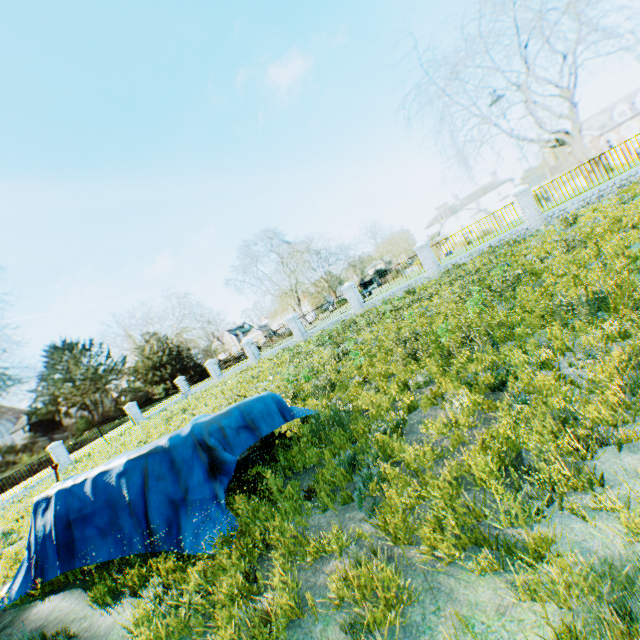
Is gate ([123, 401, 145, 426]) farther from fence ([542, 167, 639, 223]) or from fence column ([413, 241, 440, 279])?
fence ([542, 167, 639, 223])

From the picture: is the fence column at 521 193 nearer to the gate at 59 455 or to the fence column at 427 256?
the fence column at 427 256

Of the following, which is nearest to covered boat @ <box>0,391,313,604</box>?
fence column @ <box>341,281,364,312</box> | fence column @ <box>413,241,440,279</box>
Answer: fence column @ <box>413,241,440,279</box>

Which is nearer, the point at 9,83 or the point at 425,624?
the point at 425,624

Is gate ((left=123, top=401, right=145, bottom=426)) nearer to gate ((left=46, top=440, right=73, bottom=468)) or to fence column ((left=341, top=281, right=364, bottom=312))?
gate ((left=46, top=440, right=73, bottom=468))

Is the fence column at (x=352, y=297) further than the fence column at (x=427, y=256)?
Yes

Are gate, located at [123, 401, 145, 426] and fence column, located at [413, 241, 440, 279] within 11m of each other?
no

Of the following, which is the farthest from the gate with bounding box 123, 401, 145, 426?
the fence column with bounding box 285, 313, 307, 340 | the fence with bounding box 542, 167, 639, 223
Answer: the fence with bounding box 542, 167, 639, 223
